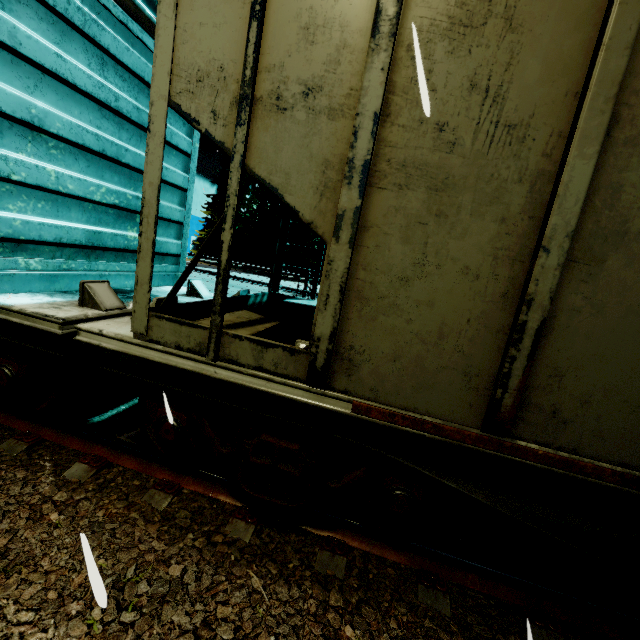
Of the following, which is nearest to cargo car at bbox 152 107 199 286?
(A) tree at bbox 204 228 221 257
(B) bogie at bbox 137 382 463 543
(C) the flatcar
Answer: (C) the flatcar

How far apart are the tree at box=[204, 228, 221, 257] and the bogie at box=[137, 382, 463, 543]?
34.25m

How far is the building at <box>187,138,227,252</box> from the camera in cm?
3906

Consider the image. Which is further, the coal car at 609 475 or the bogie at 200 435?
the bogie at 200 435

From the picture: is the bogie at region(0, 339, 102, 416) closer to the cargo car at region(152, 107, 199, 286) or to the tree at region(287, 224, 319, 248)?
the cargo car at region(152, 107, 199, 286)

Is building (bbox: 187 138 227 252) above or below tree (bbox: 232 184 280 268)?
above

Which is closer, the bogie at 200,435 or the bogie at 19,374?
the bogie at 200,435

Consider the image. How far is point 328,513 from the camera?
2.76m
